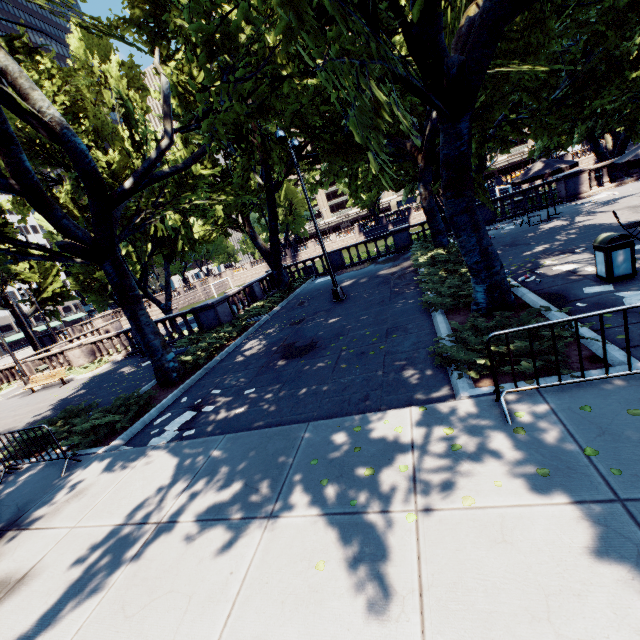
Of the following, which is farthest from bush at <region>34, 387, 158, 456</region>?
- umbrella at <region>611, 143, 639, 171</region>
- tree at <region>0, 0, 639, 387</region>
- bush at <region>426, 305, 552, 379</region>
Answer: umbrella at <region>611, 143, 639, 171</region>

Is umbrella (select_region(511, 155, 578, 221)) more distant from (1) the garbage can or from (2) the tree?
(1) the garbage can

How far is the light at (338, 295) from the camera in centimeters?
1329cm

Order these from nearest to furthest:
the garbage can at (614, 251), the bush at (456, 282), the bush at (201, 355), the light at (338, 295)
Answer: the garbage can at (614, 251) → the bush at (456, 282) → the bush at (201, 355) → the light at (338, 295)

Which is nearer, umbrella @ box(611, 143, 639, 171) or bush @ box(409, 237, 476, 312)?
umbrella @ box(611, 143, 639, 171)

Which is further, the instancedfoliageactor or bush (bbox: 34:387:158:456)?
bush (bbox: 34:387:158:456)

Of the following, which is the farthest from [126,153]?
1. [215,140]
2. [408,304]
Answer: [408,304]

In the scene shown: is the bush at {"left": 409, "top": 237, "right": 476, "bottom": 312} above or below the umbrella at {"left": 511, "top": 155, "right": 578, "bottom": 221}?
below
